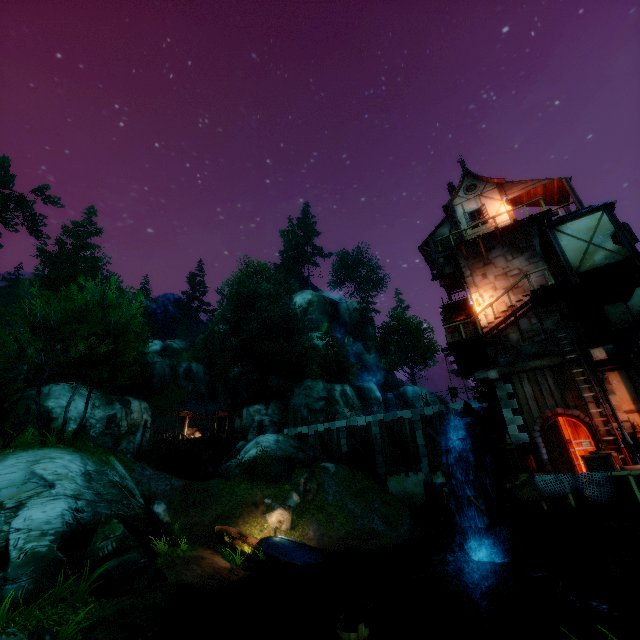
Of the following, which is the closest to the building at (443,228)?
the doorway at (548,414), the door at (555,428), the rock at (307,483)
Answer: the doorway at (548,414)

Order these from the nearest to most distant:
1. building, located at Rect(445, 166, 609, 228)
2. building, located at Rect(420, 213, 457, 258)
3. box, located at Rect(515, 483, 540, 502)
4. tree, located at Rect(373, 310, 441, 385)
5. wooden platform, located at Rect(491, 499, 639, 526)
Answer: wooden platform, located at Rect(491, 499, 639, 526) → box, located at Rect(515, 483, 540, 502) → building, located at Rect(445, 166, 609, 228) → building, located at Rect(420, 213, 457, 258) → tree, located at Rect(373, 310, 441, 385)

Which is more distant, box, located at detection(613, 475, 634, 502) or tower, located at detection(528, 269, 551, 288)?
tower, located at detection(528, 269, 551, 288)

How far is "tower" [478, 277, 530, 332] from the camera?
16.55m

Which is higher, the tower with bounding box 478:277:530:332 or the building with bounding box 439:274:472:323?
A: the building with bounding box 439:274:472:323

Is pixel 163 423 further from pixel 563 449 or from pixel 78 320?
pixel 563 449

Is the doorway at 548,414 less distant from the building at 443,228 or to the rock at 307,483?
the building at 443,228

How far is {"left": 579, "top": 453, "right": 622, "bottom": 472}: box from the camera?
9.9m
